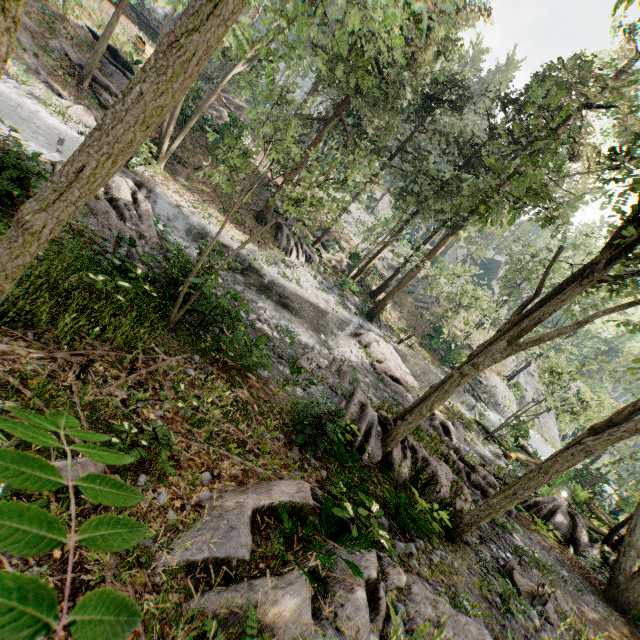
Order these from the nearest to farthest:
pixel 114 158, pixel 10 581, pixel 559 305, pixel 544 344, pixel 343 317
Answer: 1. pixel 10 581
2. pixel 114 158
3. pixel 559 305
4. pixel 343 317
5. pixel 544 344

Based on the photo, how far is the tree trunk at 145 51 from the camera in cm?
2888

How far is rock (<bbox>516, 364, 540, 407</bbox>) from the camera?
43.4m

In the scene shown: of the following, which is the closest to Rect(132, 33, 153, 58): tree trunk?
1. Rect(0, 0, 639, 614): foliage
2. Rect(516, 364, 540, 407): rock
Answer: Rect(0, 0, 639, 614): foliage

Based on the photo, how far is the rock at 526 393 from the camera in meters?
43.4 m

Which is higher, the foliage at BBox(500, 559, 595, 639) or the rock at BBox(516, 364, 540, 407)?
the rock at BBox(516, 364, 540, 407)
